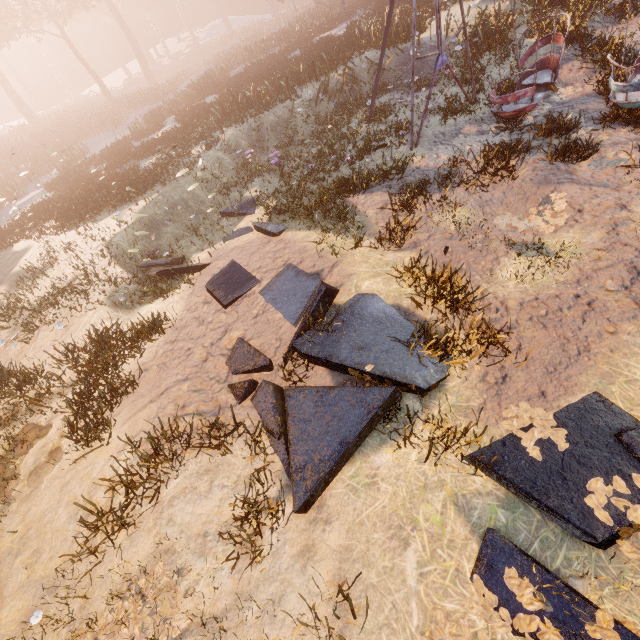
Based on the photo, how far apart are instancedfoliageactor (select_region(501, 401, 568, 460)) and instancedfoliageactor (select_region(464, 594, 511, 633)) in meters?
1.1

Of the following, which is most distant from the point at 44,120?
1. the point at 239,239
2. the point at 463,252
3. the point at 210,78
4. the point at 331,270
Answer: the point at 463,252

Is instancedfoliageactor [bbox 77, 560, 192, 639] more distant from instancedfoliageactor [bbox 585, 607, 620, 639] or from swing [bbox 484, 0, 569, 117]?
swing [bbox 484, 0, 569, 117]

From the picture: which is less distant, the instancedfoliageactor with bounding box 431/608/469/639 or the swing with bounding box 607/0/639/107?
the instancedfoliageactor with bounding box 431/608/469/639

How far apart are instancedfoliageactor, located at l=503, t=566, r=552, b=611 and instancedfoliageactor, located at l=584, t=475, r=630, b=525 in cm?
32

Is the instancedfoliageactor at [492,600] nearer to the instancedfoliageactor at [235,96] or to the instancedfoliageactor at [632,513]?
the instancedfoliageactor at [632,513]

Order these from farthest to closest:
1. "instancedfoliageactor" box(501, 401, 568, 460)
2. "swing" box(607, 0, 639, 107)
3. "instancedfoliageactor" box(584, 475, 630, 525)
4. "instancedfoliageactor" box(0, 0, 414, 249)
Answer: "instancedfoliageactor" box(0, 0, 414, 249)
"swing" box(607, 0, 639, 107)
"instancedfoliageactor" box(501, 401, 568, 460)
"instancedfoliageactor" box(584, 475, 630, 525)

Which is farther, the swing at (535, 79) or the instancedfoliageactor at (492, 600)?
→ the swing at (535, 79)
